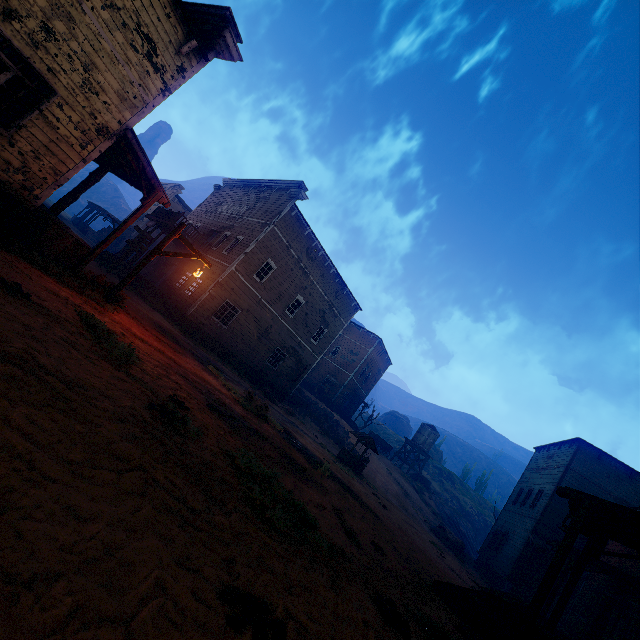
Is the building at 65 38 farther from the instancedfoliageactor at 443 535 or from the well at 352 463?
the well at 352 463

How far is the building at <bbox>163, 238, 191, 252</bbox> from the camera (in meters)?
24.52

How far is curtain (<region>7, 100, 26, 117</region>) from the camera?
7.0 meters

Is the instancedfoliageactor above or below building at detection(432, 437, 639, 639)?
below

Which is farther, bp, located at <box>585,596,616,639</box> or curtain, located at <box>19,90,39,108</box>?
bp, located at <box>585,596,616,639</box>

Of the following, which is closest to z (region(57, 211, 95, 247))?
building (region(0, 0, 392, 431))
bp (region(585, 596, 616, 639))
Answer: building (region(0, 0, 392, 431))

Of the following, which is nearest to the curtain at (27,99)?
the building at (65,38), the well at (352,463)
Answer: the building at (65,38)

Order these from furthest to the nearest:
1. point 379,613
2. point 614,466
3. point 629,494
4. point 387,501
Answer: point 614,466 < point 629,494 < point 387,501 < point 379,613
